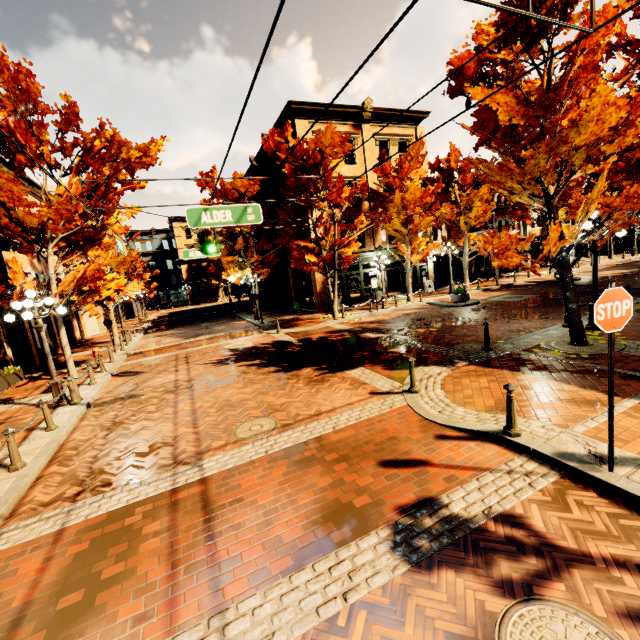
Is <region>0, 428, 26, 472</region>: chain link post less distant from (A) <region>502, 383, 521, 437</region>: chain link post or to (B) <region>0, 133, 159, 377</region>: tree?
(B) <region>0, 133, 159, 377</region>: tree

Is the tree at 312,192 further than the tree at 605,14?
Yes

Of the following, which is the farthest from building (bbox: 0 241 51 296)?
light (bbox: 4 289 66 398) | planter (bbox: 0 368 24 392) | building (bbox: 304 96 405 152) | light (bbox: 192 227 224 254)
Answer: building (bbox: 304 96 405 152)

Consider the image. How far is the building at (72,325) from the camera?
24.6 meters

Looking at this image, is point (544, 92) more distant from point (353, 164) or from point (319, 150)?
point (353, 164)

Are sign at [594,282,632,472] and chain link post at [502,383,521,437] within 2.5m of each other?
yes

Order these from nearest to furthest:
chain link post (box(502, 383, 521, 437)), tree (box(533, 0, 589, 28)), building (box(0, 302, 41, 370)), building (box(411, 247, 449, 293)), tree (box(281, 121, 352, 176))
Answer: chain link post (box(502, 383, 521, 437))
tree (box(533, 0, 589, 28))
building (box(0, 302, 41, 370))
tree (box(281, 121, 352, 176))
building (box(411, 247, 449, 293))

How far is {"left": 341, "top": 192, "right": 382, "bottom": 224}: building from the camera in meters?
23.5
